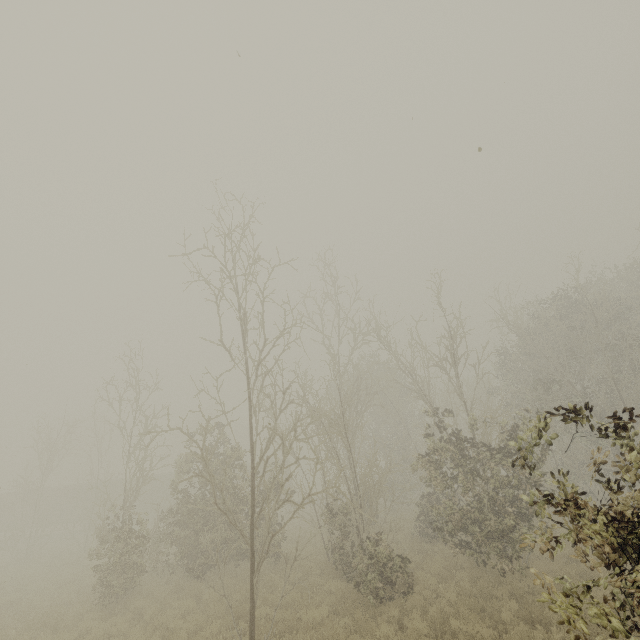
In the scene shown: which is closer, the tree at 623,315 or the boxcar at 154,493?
the tree at 623,315

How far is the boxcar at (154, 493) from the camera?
35.7 meters

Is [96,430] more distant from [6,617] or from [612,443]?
[612,443]

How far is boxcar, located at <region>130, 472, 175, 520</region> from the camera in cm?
3573

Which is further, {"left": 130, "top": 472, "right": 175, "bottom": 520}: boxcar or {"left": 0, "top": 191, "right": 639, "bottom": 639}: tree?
{"left": 130, "top": 472, "right": 175, "bottom": 520}: boxcar
